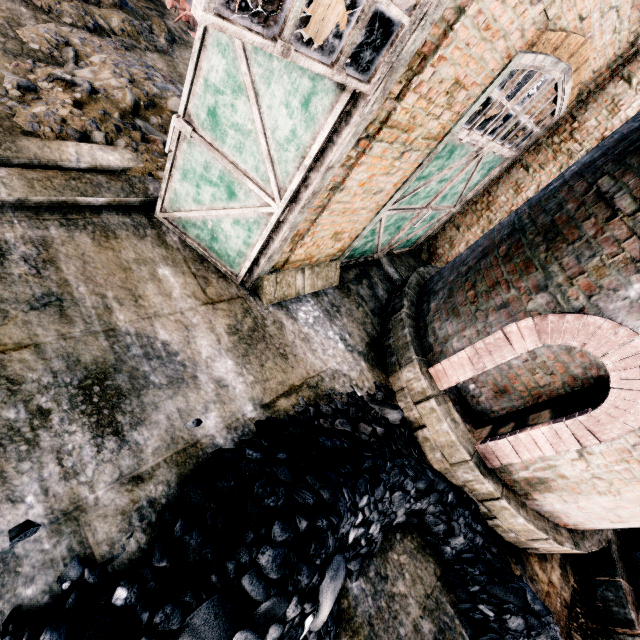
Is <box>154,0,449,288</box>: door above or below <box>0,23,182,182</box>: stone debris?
above

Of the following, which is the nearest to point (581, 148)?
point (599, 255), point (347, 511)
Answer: point (599, 255)

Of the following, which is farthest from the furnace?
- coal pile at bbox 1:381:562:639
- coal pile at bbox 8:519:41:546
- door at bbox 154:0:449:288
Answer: coal pile at bbox 8:519:41:546

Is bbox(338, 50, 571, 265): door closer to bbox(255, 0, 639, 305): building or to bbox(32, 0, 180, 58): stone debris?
bbox(255, 0, 639, 305): building

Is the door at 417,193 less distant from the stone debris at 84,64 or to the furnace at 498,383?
the furnace at 498,383

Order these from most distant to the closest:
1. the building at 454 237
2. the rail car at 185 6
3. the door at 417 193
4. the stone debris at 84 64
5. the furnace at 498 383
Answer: the rail car at 185 6 → the stone debris at 84 64 → the door at 417 193 → the furnace at 498 383 → the building at 454 237

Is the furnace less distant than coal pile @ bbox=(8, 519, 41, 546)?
No

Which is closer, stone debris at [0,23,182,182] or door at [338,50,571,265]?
door at [338,50,571,265]
